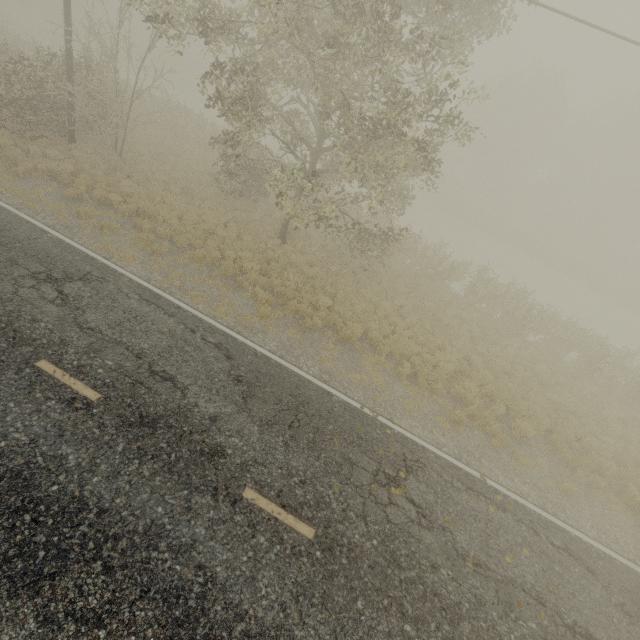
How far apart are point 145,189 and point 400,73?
11.6 meters
